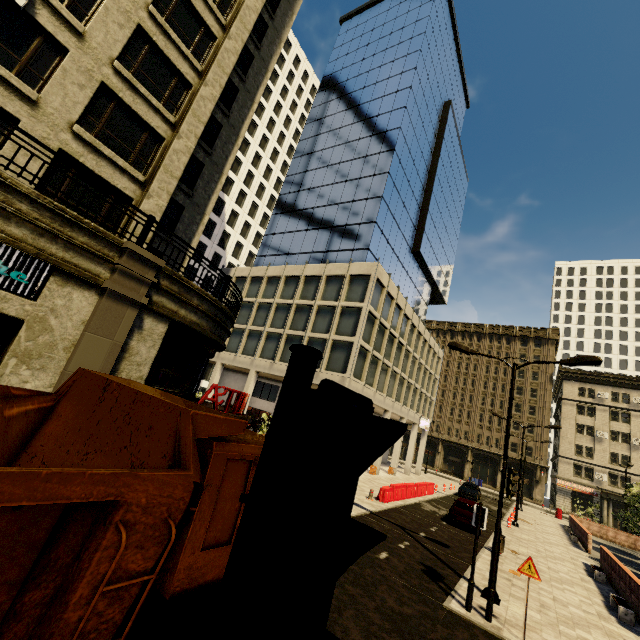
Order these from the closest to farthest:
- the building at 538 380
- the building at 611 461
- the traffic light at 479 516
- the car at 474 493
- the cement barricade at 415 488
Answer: the traffic light at 479 516 → the cement barricade at 415 488 → the car at 474 493 → the building at 611 461 → the building at 538 380

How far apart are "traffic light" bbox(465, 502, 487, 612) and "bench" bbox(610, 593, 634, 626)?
7.2 meters

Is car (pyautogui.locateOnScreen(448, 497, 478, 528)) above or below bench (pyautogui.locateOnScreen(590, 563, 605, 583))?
above

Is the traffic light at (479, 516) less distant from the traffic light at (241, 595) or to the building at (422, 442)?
the building at (422, 442)

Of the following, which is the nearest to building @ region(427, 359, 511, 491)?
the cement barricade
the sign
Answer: the cement barricade

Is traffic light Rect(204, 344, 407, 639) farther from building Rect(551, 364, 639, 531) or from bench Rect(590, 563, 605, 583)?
bench Rect(590, 563, 605, 583)

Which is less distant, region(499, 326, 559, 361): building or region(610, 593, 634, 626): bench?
region(610, 593, 634, 626): bench

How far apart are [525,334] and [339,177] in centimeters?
4583cm
